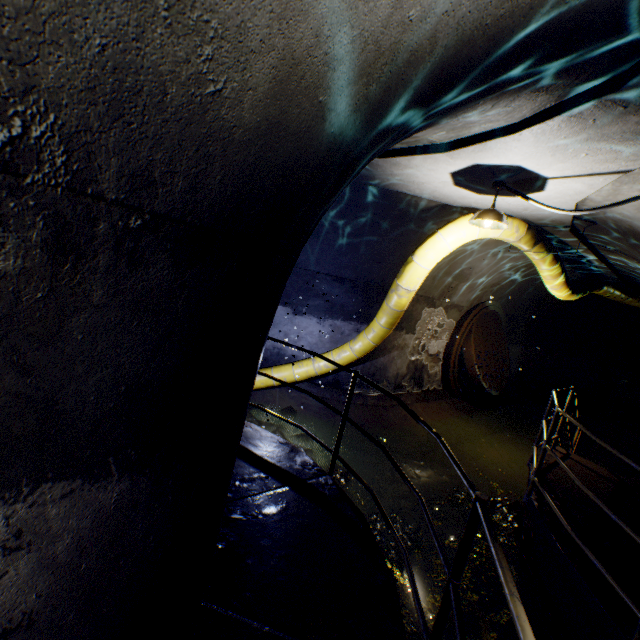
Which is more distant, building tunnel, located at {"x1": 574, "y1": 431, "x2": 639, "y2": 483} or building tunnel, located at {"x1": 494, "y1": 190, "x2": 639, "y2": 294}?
building tunnel, located at {"x1": 574, "y1": 431, "x2": 639, "y2": 483}

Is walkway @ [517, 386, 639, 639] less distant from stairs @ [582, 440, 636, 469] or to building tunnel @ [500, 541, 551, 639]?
building tunnel @ [500, 541, 551, 639]

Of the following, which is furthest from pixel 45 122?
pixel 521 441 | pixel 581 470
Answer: pixel 521 441

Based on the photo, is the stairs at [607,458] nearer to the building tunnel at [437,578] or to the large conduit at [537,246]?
the building tunnel at [437,578]

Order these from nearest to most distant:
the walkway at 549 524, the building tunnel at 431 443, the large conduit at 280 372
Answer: the walkway at 549 524 < the building tunnel at 431 443 < the large conduit at 280 372

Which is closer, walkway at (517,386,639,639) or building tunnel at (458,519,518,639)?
walkway at (517,386,639,639)

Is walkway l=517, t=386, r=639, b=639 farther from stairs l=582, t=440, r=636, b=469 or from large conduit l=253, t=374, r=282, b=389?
stairs l=582, t=440, r=636, b=469
